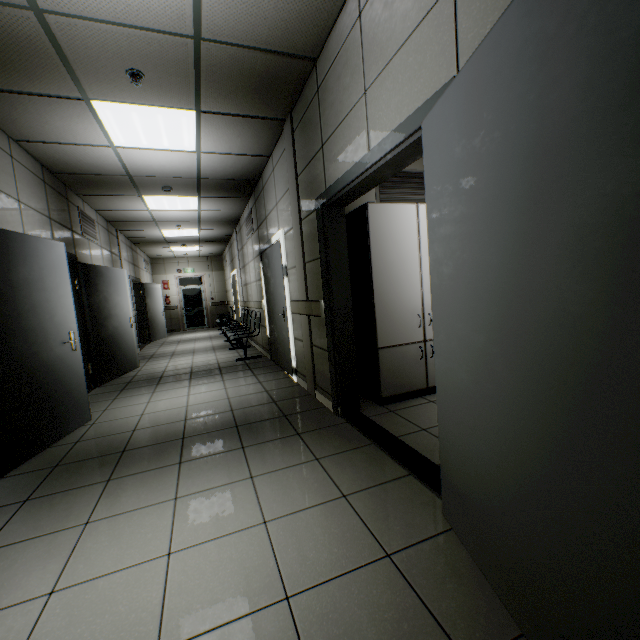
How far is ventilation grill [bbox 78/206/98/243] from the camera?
5.62m

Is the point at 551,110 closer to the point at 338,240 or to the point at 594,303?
the point at 594,303

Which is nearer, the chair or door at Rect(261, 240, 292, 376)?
door at Rect(261, 240, 292, 376)

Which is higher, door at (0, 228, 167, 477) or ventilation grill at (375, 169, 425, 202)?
ventilation grill at (375, 169, 425, 202)

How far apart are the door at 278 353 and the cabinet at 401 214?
1.4m

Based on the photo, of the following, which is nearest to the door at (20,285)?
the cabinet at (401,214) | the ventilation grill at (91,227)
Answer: the ventilation grill at (91,227)

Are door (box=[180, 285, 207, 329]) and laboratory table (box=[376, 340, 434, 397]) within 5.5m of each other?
no

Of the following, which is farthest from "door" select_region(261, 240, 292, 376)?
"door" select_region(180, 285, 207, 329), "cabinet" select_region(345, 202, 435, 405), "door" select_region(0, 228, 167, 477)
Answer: "door" select_region(180, 285, 207, 329)
